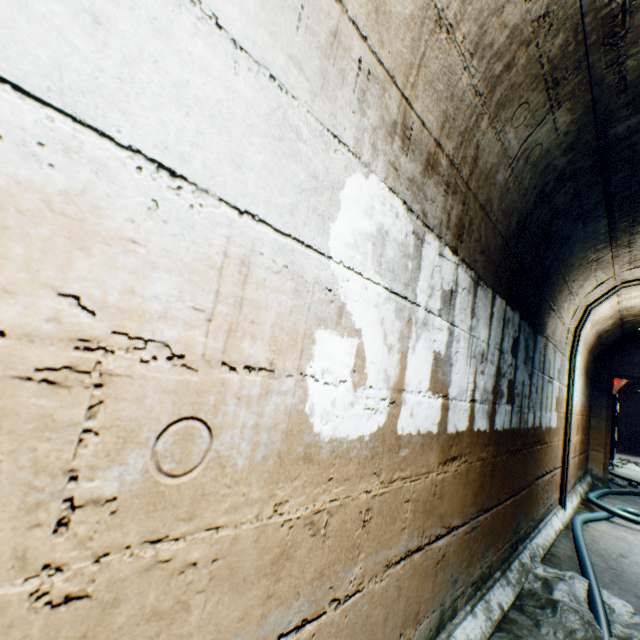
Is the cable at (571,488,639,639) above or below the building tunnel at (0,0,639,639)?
below

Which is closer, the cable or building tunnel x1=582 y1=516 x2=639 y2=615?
the cable

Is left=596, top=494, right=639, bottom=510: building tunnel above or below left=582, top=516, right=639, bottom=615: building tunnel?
above

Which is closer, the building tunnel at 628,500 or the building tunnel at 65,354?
the building tunnel at 65,354

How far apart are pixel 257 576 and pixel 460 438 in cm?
122

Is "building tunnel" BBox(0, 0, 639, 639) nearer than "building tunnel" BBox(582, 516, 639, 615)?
Yes

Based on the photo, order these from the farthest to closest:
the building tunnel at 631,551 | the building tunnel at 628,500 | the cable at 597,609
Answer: the building tunnel at 628,500 < the building tunnel at 631,551 < the cable at 597,609
